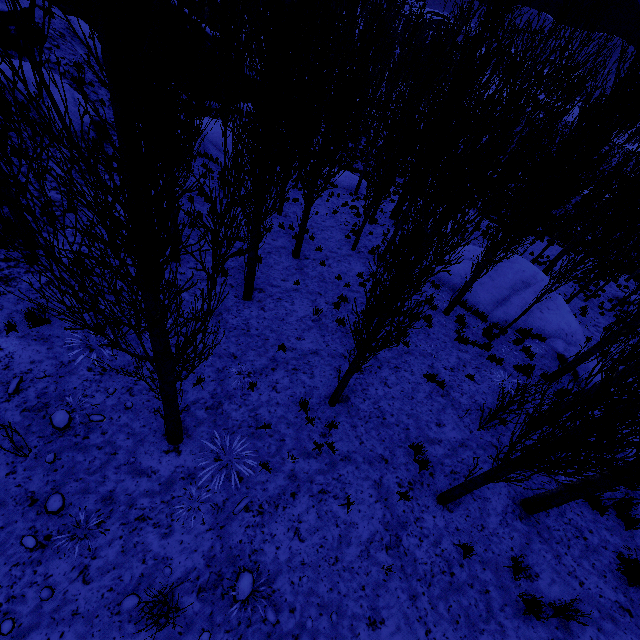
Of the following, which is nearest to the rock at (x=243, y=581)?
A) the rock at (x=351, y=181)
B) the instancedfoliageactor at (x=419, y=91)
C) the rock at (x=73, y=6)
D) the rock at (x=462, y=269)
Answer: the instancedfoliageactor at (x=419, y=91)

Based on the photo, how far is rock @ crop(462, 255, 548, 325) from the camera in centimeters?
1395cm

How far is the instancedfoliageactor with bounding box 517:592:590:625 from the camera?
4.9m

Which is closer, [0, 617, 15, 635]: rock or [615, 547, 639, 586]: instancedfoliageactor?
[0, 617, 15, 635]: rock

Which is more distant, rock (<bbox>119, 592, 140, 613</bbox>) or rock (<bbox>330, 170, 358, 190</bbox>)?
rock (<bbox>330, 170, 358, 190</bbox>)

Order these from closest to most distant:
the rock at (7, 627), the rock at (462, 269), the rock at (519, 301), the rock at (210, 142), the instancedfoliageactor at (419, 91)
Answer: the instancedfoliageactor at (419, 91) → the rock at (7, 627) → the rock at (519, 301) → the rock at (462, 269) → the rock at (210, 142)

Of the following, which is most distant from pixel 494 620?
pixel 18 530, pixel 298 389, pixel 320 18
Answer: pixel 320 18

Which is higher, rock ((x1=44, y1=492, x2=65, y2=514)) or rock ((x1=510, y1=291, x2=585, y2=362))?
rock ((x1=44, y1=492, x2=65, y2=514))
